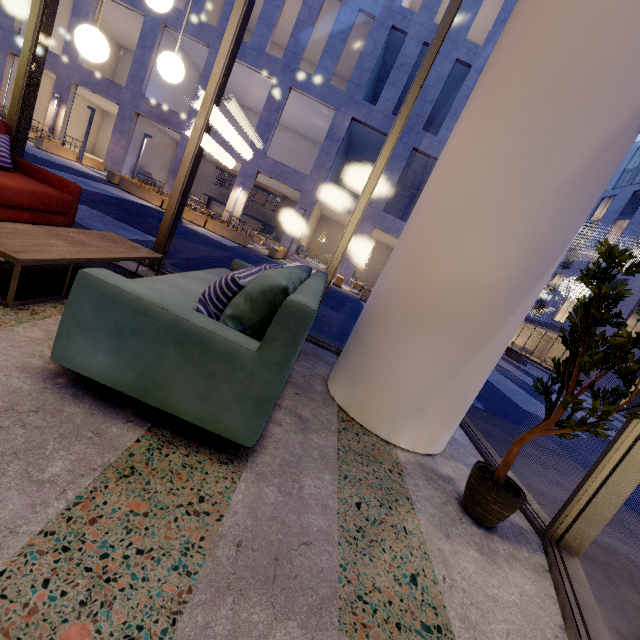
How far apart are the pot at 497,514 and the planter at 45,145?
21.1 meters

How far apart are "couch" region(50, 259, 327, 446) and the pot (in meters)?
1.34

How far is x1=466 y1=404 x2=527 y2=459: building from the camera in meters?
3.5

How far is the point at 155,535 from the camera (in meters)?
1.10

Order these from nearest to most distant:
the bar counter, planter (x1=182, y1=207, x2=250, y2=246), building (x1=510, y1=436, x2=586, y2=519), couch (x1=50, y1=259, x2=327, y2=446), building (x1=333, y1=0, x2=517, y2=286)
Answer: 1. couch (x1=50, y1=259, x2=327, y2=446)
2. building (x1=510, y1=436, x2=586, y2=519)
3. planter (x1=182, y1=207, x2=250, y2=246)
4. building (x1=333, y1=0, x2=517, y2=286)
5. the bar counter

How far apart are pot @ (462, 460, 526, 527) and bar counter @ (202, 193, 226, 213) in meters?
26.0 m

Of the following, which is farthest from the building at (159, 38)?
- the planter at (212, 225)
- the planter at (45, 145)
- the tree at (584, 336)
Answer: the tree at (584, 336)

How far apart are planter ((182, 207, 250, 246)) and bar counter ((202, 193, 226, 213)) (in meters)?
11.61
